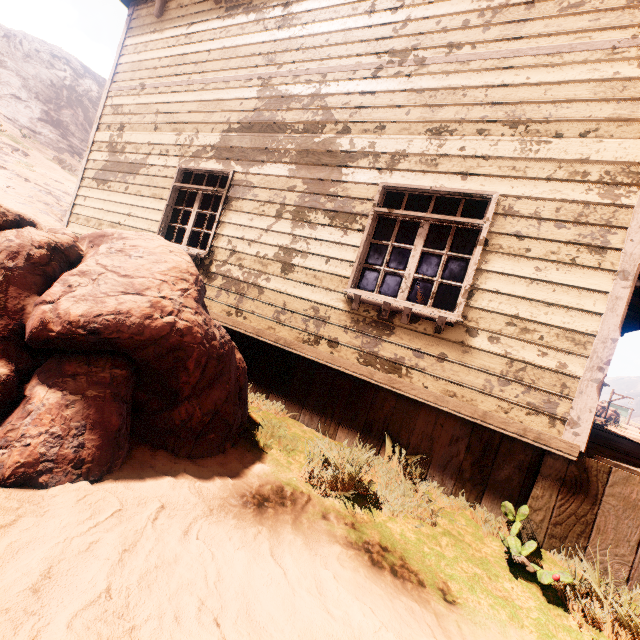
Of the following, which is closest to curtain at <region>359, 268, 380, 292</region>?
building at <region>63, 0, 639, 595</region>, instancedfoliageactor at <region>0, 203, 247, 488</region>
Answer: building at <region>63, 0, 639, 595</region>

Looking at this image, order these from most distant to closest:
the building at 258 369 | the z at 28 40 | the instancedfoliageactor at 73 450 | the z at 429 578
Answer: the z at 28 40 → the building at 258 369 → the instancedfoliageactor at 73 450 → the z at 429 578

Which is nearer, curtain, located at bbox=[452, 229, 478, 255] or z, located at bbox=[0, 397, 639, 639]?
z, located at bbox=[0, 397, 639, 639]

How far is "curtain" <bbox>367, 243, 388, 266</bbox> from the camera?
4.2 meters

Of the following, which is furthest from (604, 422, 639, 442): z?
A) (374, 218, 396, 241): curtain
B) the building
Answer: (374, 218, 396, 241): curtain

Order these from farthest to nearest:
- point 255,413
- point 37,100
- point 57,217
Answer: point 37,100, point 57,217, point 255,413

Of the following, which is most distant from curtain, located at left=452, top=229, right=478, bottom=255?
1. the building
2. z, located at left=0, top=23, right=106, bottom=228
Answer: z, located at left=0, top=23, right=106, bottom=228

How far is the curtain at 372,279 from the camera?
4.2 meters
